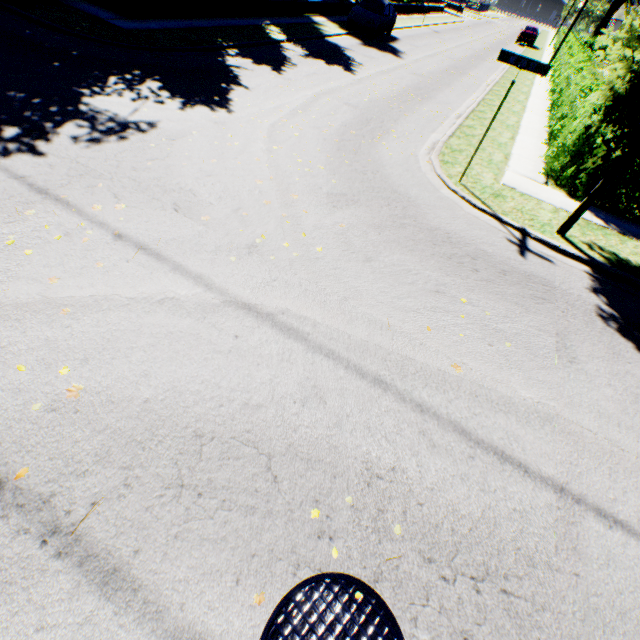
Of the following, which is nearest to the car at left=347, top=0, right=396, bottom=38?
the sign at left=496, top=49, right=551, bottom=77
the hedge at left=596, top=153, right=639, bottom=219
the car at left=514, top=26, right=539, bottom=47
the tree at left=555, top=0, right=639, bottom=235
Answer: the tree at left=555, top=0, right=639, bottom=235

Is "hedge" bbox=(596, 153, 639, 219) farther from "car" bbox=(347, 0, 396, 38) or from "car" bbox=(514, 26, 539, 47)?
"car" bbox=(514, 26, 539, 47)

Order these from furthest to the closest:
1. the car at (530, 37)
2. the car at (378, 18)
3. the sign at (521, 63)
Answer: the car at (530, 37)
the car at (378, 18)
the sign at (521, 63)

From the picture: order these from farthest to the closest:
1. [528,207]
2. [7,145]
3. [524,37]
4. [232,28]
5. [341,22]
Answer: [524,37] → [341,22] → [232,28] → [528,207] → [7,145]

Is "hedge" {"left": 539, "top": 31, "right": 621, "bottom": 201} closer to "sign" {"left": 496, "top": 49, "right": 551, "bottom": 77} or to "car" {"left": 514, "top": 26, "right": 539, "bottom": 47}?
"car" {"left": 514, "top": 26, "right": 539, "bottom": 47}

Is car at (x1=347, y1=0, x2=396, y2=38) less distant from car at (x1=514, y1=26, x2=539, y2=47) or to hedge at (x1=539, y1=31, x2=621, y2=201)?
hedge at (x1=539, y1=31, x2=621, y2=201)

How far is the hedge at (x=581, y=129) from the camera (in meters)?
8.33

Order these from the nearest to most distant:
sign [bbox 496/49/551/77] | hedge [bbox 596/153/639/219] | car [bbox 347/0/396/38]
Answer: sign [bbox 496/49/551/77] → hedge [bbox 596/153/639/219] → car [bbox 347/0/396/38]
